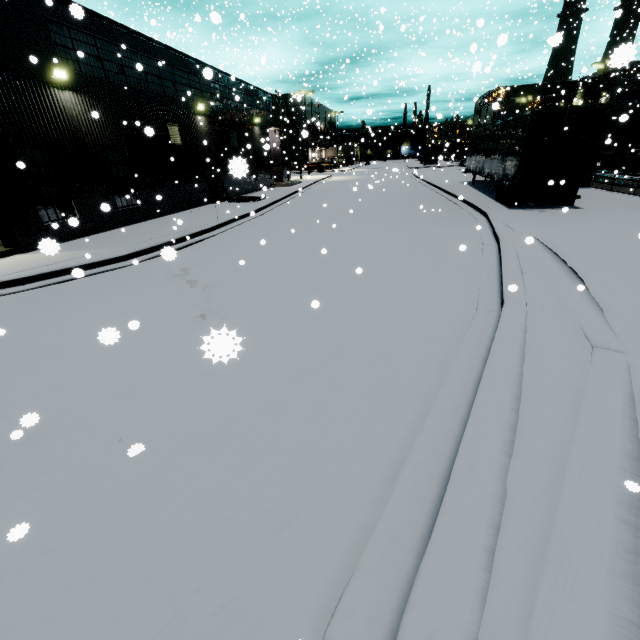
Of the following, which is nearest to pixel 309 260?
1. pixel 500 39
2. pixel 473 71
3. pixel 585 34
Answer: pixel 500 39

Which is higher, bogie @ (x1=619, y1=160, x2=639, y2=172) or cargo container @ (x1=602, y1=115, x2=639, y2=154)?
cargo container @ (x1=602, y1=115, x2=639, y2=154)

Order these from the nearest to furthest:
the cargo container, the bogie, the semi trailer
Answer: the semi trailer → the cargo container → the bogie

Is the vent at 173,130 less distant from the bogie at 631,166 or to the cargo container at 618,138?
the cargo container at 618,138

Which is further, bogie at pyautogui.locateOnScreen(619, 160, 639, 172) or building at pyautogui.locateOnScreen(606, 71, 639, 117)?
building at pyautogui.locateOnScreen(606, 71, 639, 117)

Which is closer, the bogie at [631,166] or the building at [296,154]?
the bogie at [631,166]

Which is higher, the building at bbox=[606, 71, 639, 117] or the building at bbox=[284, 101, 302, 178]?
the building at bbox=[606, 71, 639, 117]
